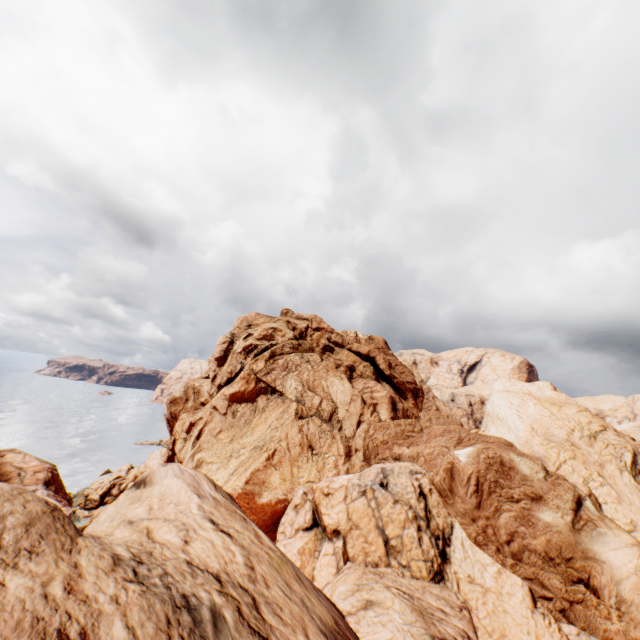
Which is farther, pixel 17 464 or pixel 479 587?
pixel 17 464
